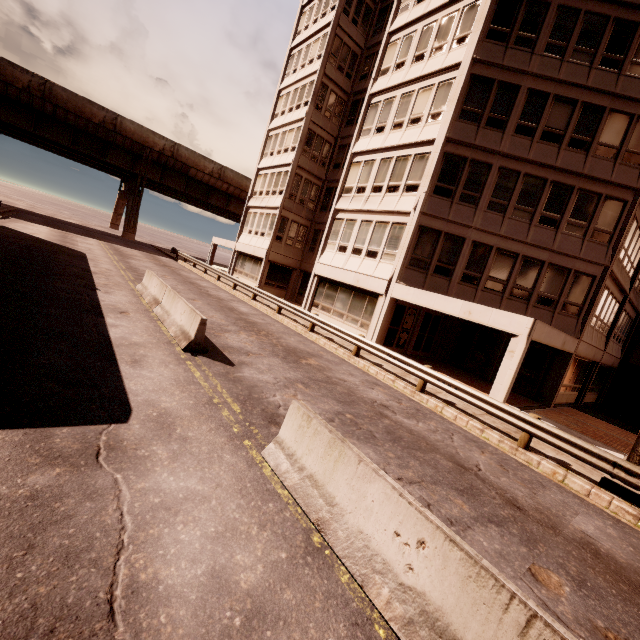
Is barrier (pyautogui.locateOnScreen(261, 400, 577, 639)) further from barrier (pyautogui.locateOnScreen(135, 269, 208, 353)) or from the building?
the building

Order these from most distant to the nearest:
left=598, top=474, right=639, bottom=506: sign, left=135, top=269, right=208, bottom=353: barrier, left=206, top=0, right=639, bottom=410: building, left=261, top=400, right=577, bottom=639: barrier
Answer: left=206, top=0, right=639, bottom=410: building → left=135, top=269, right=208, bottom=353: barrier → left=598, top=474, right=639, bottom=506: sign → left=261, top=400, right=577, bottom=639: barrier

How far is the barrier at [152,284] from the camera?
8.7 meters

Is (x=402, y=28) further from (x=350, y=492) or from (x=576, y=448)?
(x=350, y=492)

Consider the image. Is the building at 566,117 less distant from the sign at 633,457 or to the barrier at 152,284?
the sign at 633,457

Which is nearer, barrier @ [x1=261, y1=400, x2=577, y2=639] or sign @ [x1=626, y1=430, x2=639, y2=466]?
barrier @ [x1=261, y1=400, x2=577, y2=639]

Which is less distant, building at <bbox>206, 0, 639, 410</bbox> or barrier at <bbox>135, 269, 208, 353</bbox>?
barrier at <bbox>135, 269, 208, 353</bbox>

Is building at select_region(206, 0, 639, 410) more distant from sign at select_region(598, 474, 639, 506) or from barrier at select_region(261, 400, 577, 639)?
barrier at select_region(261, 400, 577, 639)
